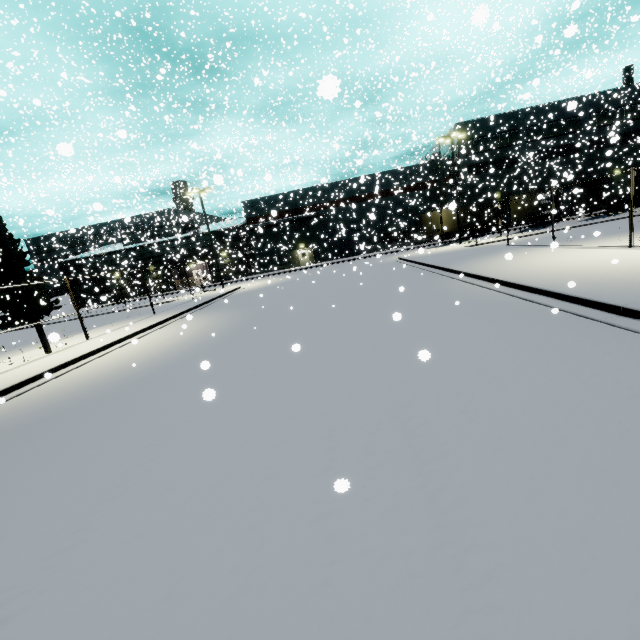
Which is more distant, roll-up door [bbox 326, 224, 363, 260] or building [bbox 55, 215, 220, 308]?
building [bbox 55, 215, 220, 308]

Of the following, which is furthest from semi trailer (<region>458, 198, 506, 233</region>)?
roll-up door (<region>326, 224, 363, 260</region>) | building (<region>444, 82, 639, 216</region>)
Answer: roll-up door (<region>326, 224, 363, 260</region>)

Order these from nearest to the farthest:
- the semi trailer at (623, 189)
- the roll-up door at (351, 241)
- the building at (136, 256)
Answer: the semi trailer at (623, 189) → the roll-up door at (351, 241) → the building at (136, 256)

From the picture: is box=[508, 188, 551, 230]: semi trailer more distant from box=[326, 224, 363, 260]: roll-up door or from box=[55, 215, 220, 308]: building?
box=[326, 224, 363, 260]: roll-up door

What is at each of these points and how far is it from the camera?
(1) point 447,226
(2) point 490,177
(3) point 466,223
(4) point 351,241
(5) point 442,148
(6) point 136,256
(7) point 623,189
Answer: (1) semi trailer, 35.7m
(2) building, 45.0m
(3) semi trailer, 37.9m
(4) roll-up door, 48.6m
(5) building, 50.6m
(6) building, 50.3m
(7) semi trailer, 34.4m

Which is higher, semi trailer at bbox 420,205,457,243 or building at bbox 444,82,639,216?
building at bbox 444,82,639,216

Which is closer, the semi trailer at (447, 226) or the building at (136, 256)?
the semi trailer at (447, 226)
